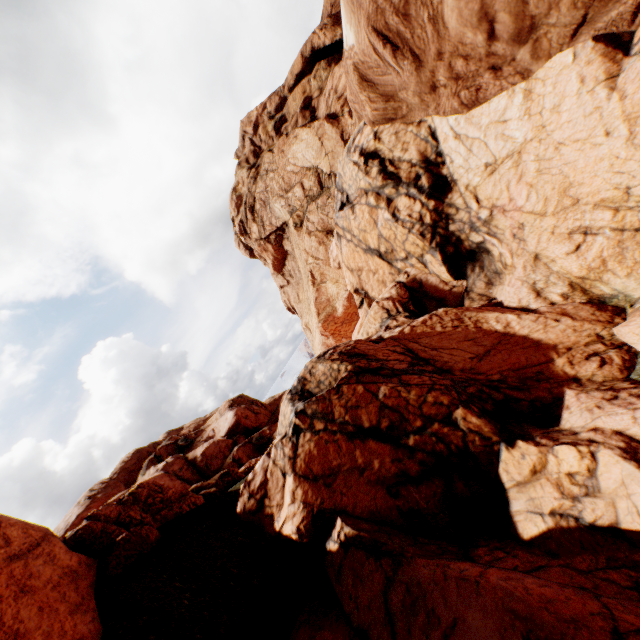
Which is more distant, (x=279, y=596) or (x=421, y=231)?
(x=421, y=231)
